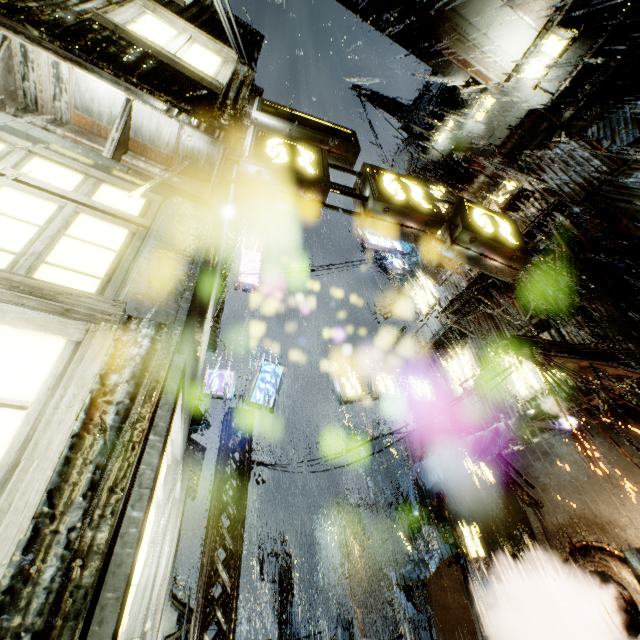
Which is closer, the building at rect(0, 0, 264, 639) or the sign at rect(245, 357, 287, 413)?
the building at rect(0, 0, 264, 639)

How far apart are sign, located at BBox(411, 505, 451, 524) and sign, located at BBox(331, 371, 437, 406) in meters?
4.5

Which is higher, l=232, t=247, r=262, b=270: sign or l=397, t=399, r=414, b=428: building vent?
l=232, t=247, r=262, b=270: sign

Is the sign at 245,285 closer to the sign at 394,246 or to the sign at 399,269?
the sign at 394,246

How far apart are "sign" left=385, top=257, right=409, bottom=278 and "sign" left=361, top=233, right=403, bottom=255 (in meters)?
0.34

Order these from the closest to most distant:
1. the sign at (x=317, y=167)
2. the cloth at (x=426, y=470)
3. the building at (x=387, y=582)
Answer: the sign at (x=317, y=167) < the cloth at (x=426, y=470) < the building at (x=387, y=582)

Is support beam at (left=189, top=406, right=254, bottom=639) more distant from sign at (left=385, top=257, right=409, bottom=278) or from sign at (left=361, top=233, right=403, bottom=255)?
sign at (left=361, top=233, right=403, bottom=255)

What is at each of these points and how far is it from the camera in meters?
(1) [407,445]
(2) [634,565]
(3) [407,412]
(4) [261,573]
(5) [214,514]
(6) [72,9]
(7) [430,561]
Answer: (1) building vent, 23.1
(2) sign, 6.8
(3) building vent, 23.7
(4) street light, 23.7
(5) support beam, 9.8
(6) building, 4.0
(7) cloth, 13.0
